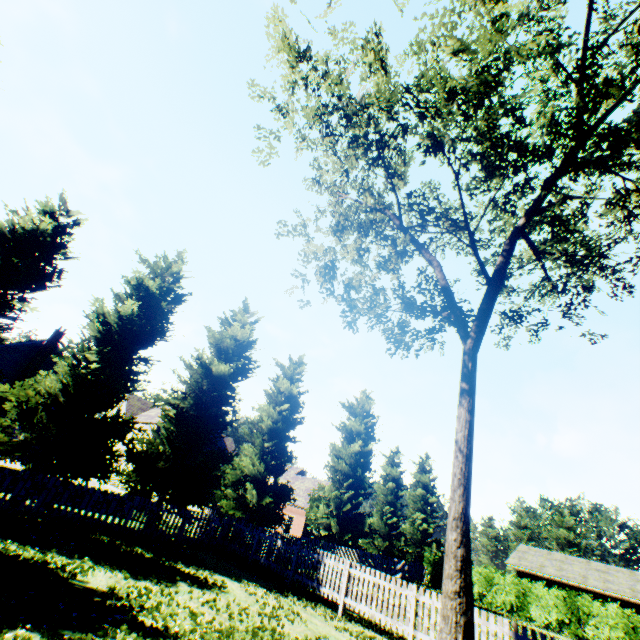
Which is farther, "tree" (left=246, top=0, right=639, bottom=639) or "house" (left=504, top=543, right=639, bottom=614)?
"house" (left=504, top=543, right=639, bottom=614)

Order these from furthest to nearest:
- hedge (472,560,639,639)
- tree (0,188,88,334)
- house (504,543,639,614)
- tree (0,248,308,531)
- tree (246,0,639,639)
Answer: house (504,543,639,614) → hedge (472,560,639,639) → tree (0,248,308,531) → tree (0,188,88,334) → tree (246,0,639,639)

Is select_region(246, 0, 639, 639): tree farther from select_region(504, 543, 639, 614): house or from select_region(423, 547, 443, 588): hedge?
select_region(504, 543, 639, 614): house

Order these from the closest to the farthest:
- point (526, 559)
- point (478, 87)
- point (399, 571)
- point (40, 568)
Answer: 1. point (40, 568)
2. point (478, 87)
3. point (399, 571)
4. point (526, 559)

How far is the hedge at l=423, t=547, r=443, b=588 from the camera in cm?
2994

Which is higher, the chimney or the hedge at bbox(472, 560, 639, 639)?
the chimney

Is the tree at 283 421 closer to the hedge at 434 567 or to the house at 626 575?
the hedge at 434 567

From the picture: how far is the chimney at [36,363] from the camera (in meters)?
31.98
